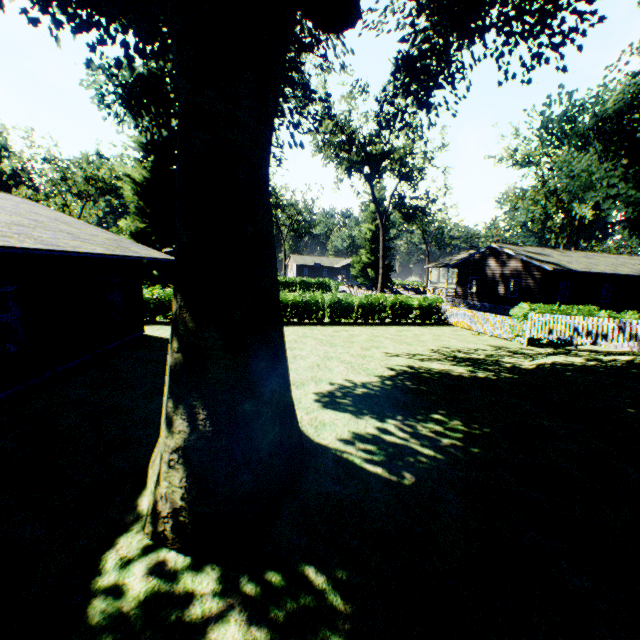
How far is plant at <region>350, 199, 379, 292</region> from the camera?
46.69m

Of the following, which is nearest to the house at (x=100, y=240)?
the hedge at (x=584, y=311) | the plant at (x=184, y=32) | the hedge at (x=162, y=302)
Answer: the hedge at (x=162, y=302)

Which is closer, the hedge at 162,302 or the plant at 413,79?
the plant at 413,79

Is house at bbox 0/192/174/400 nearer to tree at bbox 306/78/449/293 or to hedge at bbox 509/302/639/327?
hedge at bbox 509/302/639/327

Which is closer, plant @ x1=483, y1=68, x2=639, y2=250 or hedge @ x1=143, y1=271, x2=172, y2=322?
hedge @ x1=143, y1=271, x2=172, y2=322

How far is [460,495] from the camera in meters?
5.2

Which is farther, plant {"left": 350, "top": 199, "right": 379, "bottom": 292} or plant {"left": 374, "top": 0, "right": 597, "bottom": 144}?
plant {"left": 350, "top": 199, "right": 379, "bottom": 292}
